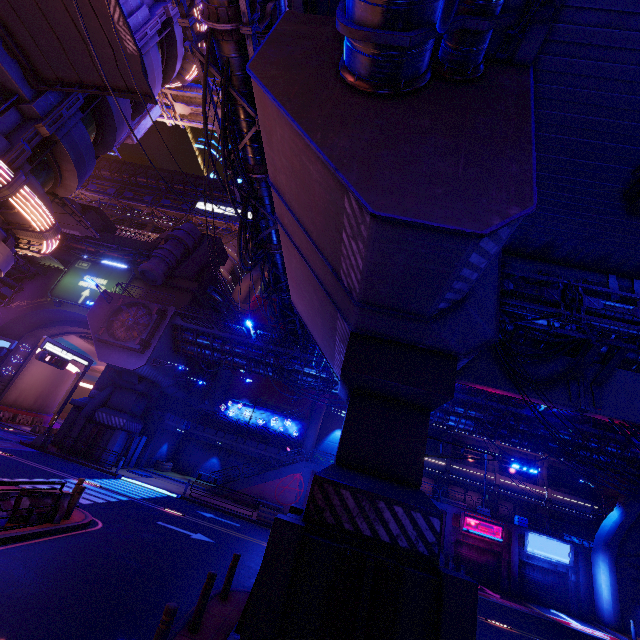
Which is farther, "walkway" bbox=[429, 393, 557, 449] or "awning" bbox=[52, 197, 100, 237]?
"walkway" bbox=[429, 393, 557, 449]

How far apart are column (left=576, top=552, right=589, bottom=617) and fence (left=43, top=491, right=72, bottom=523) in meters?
35.1 m

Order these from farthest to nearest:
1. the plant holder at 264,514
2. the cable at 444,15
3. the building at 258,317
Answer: the building at 258,317
the plant holder at 264,514
the cable at 444,15

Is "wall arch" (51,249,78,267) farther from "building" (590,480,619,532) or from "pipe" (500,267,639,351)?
"building" (590,480,619,532)

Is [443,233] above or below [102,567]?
above

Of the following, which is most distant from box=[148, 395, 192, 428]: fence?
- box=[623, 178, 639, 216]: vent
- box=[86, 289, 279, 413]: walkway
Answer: box=[623, 178, 639, 216]: vent

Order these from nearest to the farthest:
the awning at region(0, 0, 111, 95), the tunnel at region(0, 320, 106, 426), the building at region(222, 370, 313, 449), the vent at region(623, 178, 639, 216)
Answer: the vent at region(623, 178, 639, 216)
the awning at region(0, 0, 111, 95)
the tunnel at region(0, 320, 106, 426)
the building at region(222, 370, 313, 449)

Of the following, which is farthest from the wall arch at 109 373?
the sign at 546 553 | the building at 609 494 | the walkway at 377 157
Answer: the building at 609 494
